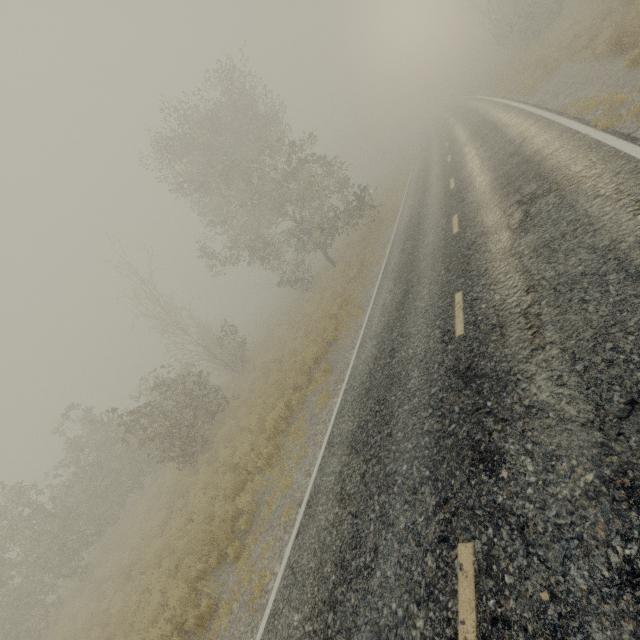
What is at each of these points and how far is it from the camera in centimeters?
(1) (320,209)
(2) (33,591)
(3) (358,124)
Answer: (1) tree, 2389cm
(2) tree, 1514cm
(3) tree, 5731cm

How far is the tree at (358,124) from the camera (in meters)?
56.22

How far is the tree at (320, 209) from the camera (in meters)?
17.84

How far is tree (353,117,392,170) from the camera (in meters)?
56.22

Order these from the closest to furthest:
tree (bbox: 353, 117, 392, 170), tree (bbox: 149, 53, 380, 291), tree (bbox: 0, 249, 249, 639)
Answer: tree (bbox: 0, 249, 249, 639)
tree (bbox: 149, 53, 380, 291)
tree (bbox: 353, 117, 392, 170)

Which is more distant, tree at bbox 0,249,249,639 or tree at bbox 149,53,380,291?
tree at bbox 149,53,380,291

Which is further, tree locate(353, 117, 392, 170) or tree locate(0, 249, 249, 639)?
tree locate(353, 117, 392, 170)
